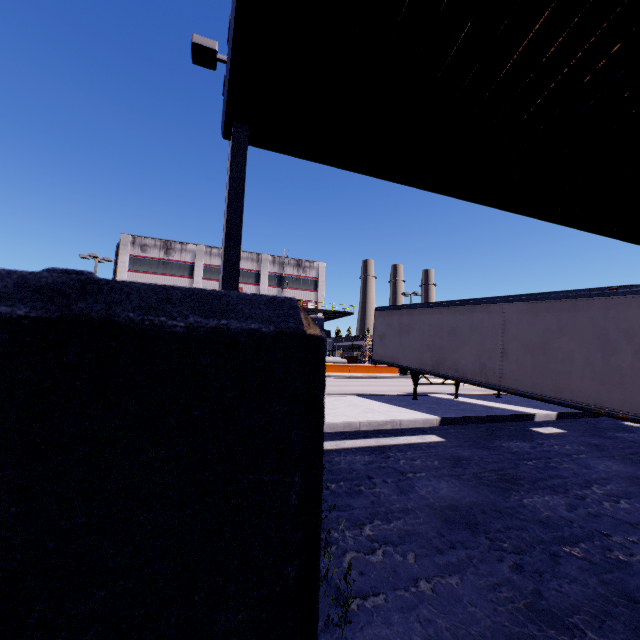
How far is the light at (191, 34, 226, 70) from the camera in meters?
8.3 m

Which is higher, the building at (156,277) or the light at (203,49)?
the building at (156,277)

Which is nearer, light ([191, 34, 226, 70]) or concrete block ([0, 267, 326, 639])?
concrete block ([0, 267, 326, 639])

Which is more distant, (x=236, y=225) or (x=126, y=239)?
(x=126, y=239)

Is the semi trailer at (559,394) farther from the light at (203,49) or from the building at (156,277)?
the light at (203,49)

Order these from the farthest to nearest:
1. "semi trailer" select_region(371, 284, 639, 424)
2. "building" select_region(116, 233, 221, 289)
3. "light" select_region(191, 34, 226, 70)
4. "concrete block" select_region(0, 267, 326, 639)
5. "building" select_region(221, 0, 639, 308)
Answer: "building" select_region(116, 233, 221, 289) < "light" select_region(191, 34, 226, 70) < "semi trailer" select_region(371, 284, 639, 424) < "building" select_region(221, 0, 639, 308) < "concrete block" select_region(0, 267, 326, 639)

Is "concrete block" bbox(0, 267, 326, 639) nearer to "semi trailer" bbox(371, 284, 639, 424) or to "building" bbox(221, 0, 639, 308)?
"building" bbox(221, 0, 639, 308)

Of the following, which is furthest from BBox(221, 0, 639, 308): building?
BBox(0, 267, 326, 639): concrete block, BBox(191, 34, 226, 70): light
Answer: BBox(191, 34, 226, 70): light
